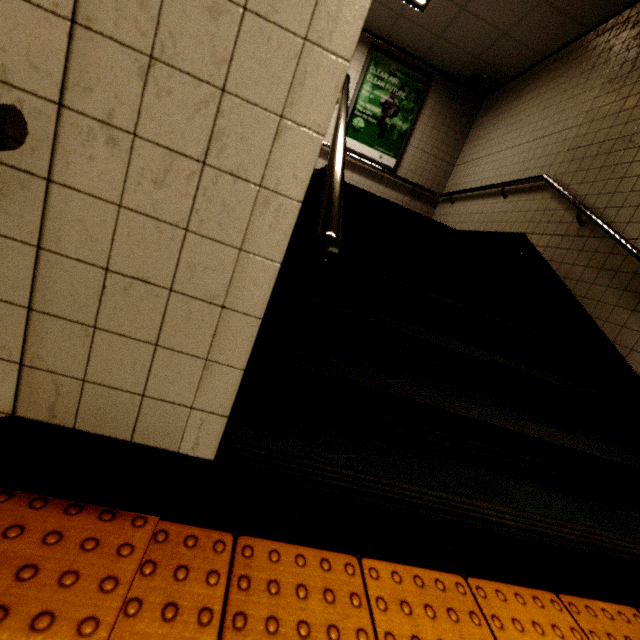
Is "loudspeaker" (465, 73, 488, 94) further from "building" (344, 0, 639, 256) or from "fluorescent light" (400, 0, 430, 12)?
"fluorescent light" (400, 0, 430, 12)

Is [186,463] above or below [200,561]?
above

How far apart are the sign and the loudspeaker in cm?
69

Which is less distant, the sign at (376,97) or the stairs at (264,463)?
the stairs at (264,463)

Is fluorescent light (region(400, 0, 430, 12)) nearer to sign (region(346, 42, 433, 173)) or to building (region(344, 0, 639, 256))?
building (region(344, 0, 639, 256))

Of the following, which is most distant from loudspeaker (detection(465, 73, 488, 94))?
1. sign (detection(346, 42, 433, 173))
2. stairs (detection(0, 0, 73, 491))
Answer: stairs (detection(0, 0, 73, 491))

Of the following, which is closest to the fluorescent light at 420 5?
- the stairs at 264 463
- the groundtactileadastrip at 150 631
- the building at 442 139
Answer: the building at 442 139

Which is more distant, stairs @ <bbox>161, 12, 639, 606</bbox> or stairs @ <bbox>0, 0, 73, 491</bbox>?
stairs @ <bbox>161, 12, 639, 606</bbox>
